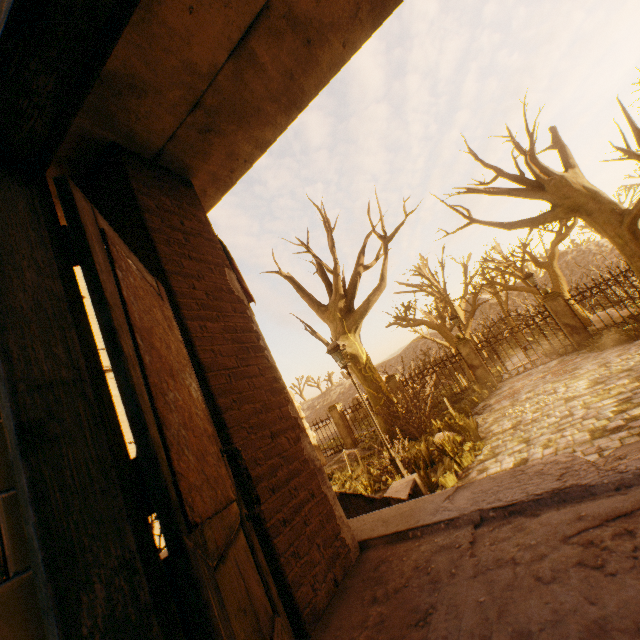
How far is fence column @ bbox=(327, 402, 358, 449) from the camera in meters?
18.0 m

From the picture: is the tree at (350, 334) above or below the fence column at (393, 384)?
above

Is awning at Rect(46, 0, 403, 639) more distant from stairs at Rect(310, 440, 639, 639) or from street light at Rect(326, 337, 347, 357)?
street light at Rect(326, 337, 347, 357)

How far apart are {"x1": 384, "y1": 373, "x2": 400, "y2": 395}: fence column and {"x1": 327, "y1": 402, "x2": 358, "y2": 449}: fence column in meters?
3.3

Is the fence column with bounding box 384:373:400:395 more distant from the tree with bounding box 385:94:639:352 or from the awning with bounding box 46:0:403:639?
the tree with bounding box 385:94:639:352

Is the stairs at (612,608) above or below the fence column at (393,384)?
below

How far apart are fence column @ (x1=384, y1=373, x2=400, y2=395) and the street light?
8.93m

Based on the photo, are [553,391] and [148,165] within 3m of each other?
no
